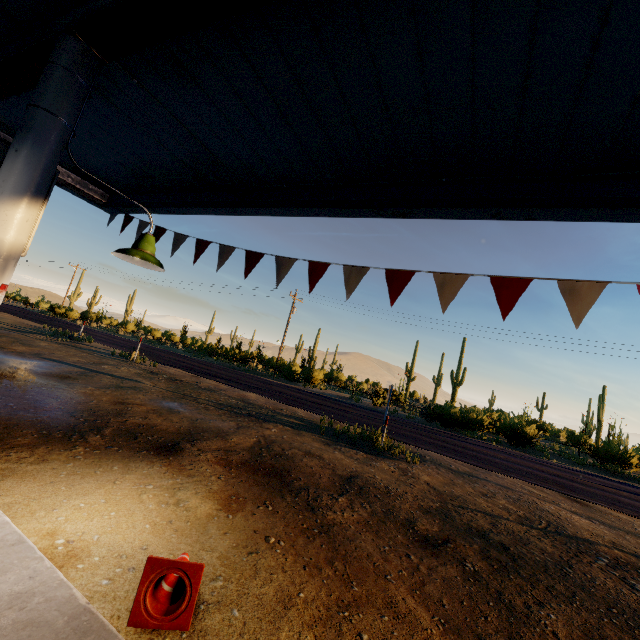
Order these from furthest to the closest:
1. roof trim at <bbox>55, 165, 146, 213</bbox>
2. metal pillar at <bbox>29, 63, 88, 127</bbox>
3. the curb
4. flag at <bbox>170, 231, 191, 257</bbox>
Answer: roof trim at <bbox>55, 165, 146, 213</bbox>, flag at <bbox>170, 231, 191, 257</bbox>, metal pillar at <bbox>29, 63, 88, 127</bbox>, the curb

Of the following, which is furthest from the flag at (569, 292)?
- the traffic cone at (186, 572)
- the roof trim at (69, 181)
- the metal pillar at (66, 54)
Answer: the traffic cone at (186, 572)

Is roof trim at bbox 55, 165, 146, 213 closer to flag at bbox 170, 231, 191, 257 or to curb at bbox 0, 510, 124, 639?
flag at bbox 170, 231, 191, 257

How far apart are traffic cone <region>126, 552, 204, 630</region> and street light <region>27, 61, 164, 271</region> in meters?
2.5 m

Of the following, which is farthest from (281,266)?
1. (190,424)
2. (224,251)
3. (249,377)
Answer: (249,377)

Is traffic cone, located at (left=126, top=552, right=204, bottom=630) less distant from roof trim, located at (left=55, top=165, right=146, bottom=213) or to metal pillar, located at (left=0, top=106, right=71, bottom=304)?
metal pillar, located at (left=0, top=106, right=71, bottom=304)

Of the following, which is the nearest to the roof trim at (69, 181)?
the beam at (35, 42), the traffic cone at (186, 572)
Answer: the beam at (35, 42)

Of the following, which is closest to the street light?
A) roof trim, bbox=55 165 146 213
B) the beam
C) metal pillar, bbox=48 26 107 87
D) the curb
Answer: metal pillar, bbox=48 26 107 87
